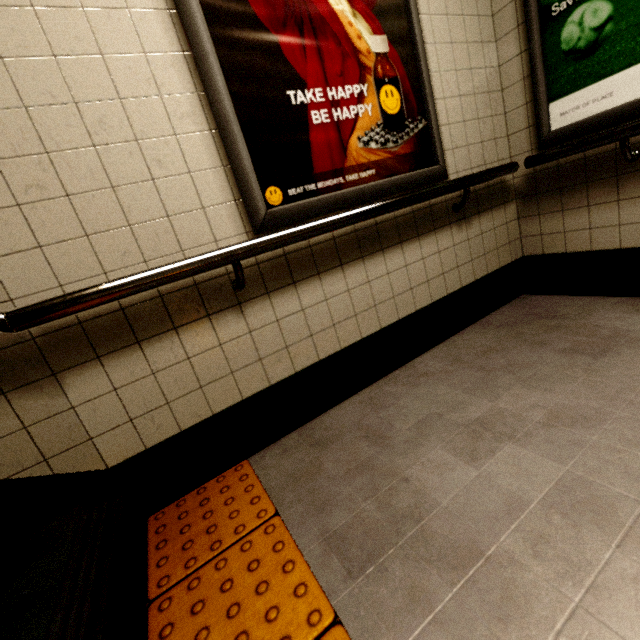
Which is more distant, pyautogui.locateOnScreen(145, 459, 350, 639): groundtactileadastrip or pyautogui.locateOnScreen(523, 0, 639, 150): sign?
pyautogui.locateOnScreen(523, 0, 639, 150): sign

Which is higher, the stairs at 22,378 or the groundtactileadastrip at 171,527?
the stairs at 22,378

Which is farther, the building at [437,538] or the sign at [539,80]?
the sign at [539,80]

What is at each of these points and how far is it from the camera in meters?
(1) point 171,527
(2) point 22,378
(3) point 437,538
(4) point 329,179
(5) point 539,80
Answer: (1) groundtactileadastrip, 1.4 m
(2) stairs, 1.1 m
(3) building, 1.0 m
(4) sign, 1.6 m
(5) sign, 1.9 m

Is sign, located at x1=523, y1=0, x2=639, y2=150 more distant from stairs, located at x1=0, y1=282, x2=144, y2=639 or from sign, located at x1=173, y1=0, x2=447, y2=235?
stairs, located at x1=0, y1=282, x2=144, y2=639

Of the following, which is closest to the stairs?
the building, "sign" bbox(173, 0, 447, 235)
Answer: the building

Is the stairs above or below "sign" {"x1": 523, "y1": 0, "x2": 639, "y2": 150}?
below

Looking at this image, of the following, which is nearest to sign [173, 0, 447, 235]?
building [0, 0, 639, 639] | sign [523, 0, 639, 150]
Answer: building [0, 0, 639, 639]
